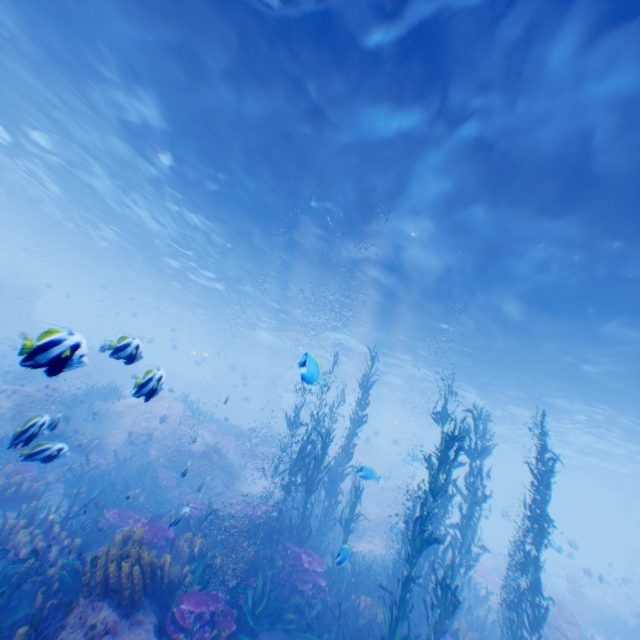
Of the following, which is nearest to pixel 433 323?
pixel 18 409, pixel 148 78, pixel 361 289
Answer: pixel 361 289

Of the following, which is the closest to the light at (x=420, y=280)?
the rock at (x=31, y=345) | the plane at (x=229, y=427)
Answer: the rock at (x=31, y=345)

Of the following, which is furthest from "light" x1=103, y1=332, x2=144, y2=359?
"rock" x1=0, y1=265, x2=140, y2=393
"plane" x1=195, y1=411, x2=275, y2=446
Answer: "plane" x1=195, y1=411, x2=275, y2=446

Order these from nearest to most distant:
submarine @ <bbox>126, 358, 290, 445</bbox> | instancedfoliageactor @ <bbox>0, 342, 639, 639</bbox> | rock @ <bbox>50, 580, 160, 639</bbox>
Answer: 1. rock @ <bbox>50, 580, 160, 639</bbox>
2. submarine @ <bbox>126, 358, 290, 445</bbox>
3. instancedfoliageactor @ <bbox>0, 342, 639, 639</bbox>

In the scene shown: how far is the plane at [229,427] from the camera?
23.2m

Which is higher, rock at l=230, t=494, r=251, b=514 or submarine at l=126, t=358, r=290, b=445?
submarine at l=126, t=358, r=290, b=445

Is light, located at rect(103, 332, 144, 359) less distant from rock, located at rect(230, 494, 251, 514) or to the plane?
rock, located at rect(230, 494, 251, 514)

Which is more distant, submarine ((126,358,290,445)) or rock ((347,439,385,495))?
rock ((347,439,385,495))
